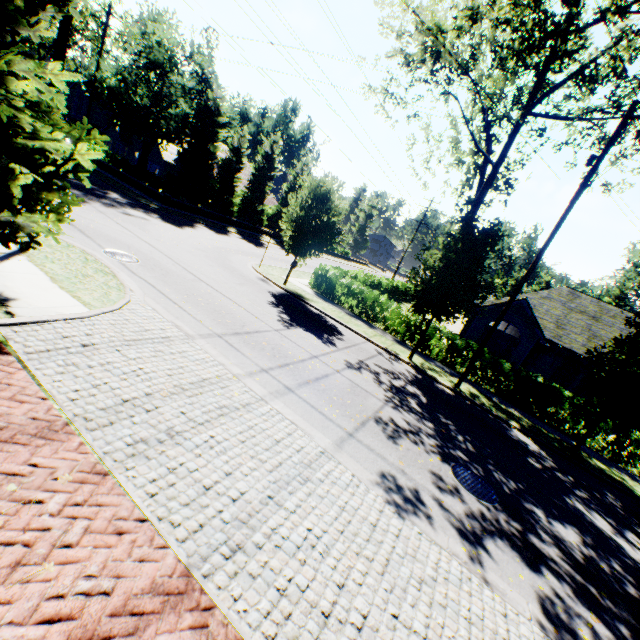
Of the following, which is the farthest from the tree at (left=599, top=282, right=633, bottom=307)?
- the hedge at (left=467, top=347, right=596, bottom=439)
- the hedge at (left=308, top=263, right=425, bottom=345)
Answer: the hedge at (left=467, top=347, right=596, bottom=439)

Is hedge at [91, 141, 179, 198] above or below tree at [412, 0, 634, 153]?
below

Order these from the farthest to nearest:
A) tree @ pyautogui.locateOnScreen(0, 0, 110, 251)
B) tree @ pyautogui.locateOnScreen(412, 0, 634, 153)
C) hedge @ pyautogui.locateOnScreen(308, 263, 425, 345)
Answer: hedge @ pyautogui.locateOnScreen(308, 263, 425, 345)
tree @ pyautogui.locateOnScreen(412, 0, 634, 153)
tree @ pyautogui.locateOnScreen(0, 0, 110, 251)

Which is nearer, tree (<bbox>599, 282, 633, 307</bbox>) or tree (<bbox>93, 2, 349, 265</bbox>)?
tree (<bbox>93, 2, 349, 265</bbox>)

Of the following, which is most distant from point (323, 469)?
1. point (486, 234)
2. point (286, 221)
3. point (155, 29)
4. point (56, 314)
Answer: point (155, 29)

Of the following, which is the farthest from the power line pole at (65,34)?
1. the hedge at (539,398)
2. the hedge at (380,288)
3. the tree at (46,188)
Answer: the hedge at (380,288)

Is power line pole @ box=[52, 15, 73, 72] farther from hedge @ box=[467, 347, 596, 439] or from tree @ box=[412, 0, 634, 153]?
hedge @ box=[467, 347, 596, 439]

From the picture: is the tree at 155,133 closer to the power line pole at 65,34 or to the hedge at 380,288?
the hedge at 380,288
